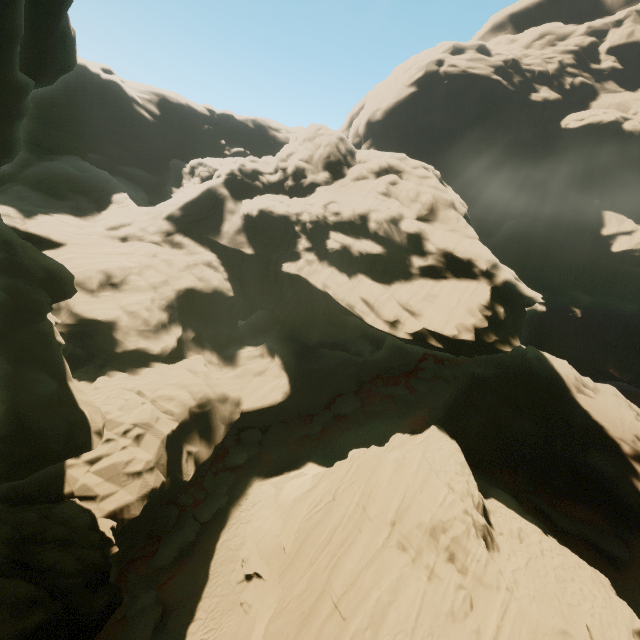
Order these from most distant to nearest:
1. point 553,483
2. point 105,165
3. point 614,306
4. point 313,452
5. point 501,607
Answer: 1. point 614,306
2. point 105,165
3. point 313,452
4. point 553,483
5. point 501,607

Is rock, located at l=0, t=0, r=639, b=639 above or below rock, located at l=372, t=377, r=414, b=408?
above

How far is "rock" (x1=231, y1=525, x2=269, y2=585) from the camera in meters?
18.3 m

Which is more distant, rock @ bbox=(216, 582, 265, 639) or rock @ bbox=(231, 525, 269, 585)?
rock @ bbox=(231, 525, 269, 585)

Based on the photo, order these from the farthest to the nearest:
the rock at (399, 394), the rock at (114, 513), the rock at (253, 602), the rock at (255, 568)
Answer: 1. the rock at (399, 394)
2. the rock at (255, 568)
3. the rock at (253, 602)
4. the rock at (114, 513)

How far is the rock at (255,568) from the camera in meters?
18.3

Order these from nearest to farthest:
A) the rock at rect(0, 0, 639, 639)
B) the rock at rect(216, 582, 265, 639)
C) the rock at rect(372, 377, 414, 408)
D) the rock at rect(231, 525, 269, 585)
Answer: the rock at rect(0, 0, 639, 639), the rock at rect(216, 582, 265, 639), the rock at rect(231, 525, 269, 585), the rock at rect(372, 377, 414, 408)
